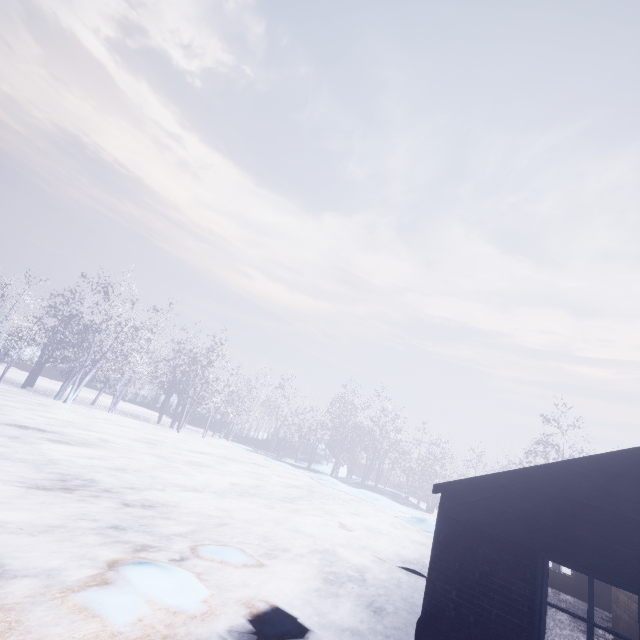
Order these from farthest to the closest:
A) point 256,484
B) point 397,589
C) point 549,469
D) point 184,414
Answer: point 184,414 < point 256,484 < point 397,589 < point 549,469
